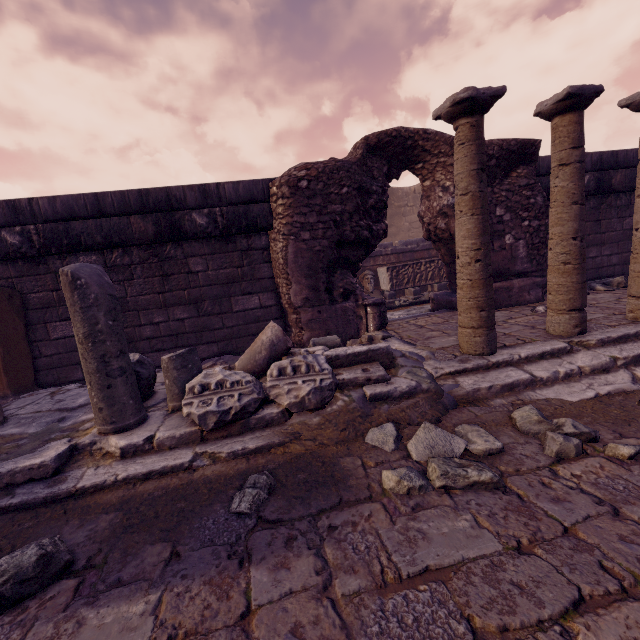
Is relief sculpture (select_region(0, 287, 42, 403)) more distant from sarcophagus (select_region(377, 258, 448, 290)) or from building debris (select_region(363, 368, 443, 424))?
sarcophagus (select_region(377, 258, 448, 290))

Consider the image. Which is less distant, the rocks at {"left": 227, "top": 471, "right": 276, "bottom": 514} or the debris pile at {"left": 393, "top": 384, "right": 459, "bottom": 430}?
the rocks at {"left": 227, "top": 471, "right": 276, "bottom": 514}

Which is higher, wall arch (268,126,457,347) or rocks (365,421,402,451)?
wall arch (268,126,457,347)

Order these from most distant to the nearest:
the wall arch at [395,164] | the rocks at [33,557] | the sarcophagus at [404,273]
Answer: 1. the sarcophagus at [404,273]
2. the wall arch at [395,164]
3. the rocks at [33,557]

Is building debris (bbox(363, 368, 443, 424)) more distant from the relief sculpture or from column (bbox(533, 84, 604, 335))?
the relief sculpture

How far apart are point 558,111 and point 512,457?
3.54m

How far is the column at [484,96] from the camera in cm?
302

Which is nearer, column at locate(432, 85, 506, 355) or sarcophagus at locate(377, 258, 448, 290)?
column at locate(432, 85, 506, 355)
